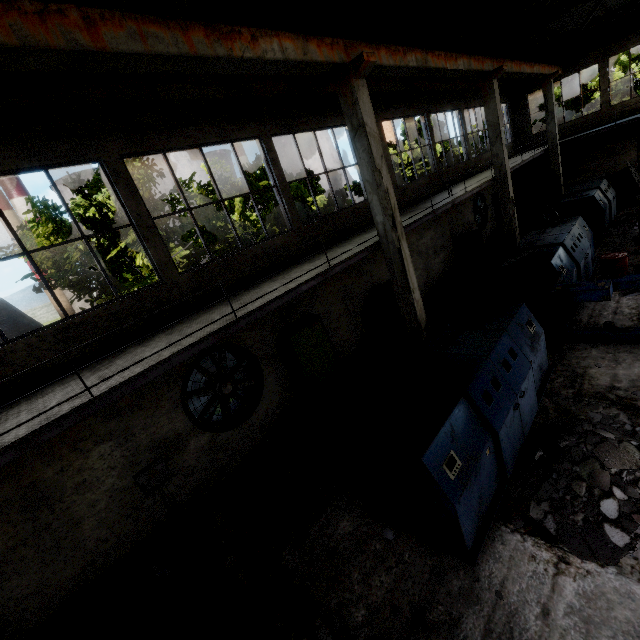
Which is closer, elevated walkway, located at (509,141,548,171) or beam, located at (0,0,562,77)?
beam, located at (0,0,562,77)

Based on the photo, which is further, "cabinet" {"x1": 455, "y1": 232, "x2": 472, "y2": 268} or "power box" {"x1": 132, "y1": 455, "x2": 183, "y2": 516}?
"cabinet" {"x1": 455, "y1": 232, "x2": 472, "y2": 268}

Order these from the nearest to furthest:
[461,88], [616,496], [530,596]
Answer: [530,596]
[616,496]
[461,88]

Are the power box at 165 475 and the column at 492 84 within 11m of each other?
no

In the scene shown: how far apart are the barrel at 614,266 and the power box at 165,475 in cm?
1340

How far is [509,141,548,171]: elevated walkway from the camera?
15.8 meters

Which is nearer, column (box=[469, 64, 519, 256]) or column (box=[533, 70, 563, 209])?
column (box=[469, 64, 519, 256])

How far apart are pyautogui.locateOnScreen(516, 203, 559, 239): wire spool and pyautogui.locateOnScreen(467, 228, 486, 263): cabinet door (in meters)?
1.13
